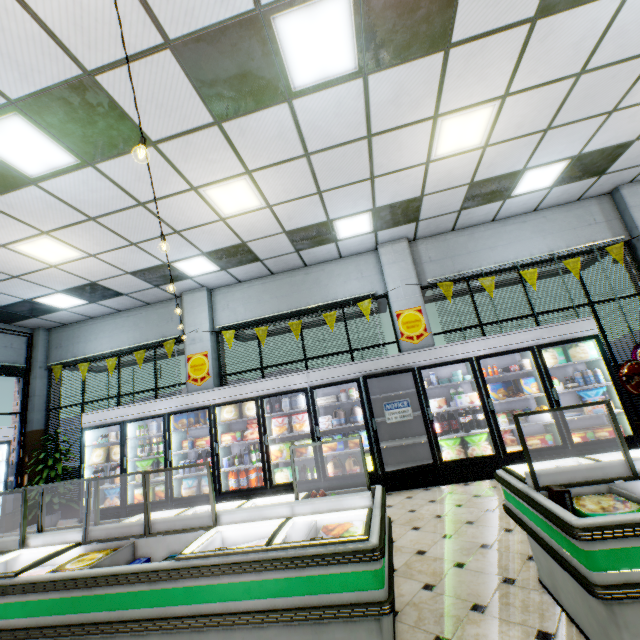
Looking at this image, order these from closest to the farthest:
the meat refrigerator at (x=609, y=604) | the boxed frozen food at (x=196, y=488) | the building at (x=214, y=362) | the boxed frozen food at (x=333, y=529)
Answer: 1. the meat refrigerator at (x=609, y=604)
2. the boxed frozen food at (x=333, y=529)
3. the building at (x=214, y=362)
4. the boxed frozen food at (x=196, y=488)

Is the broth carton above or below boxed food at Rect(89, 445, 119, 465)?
below

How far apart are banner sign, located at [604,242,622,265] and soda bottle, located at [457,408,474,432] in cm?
371

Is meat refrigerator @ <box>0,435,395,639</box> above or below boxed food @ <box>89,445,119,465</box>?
below

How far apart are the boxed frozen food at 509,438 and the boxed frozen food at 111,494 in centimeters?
744cm

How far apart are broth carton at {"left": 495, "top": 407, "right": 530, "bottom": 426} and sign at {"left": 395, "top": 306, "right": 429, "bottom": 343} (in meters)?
1.97

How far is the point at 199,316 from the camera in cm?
→ 804

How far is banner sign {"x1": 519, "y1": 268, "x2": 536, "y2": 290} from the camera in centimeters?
663cm
